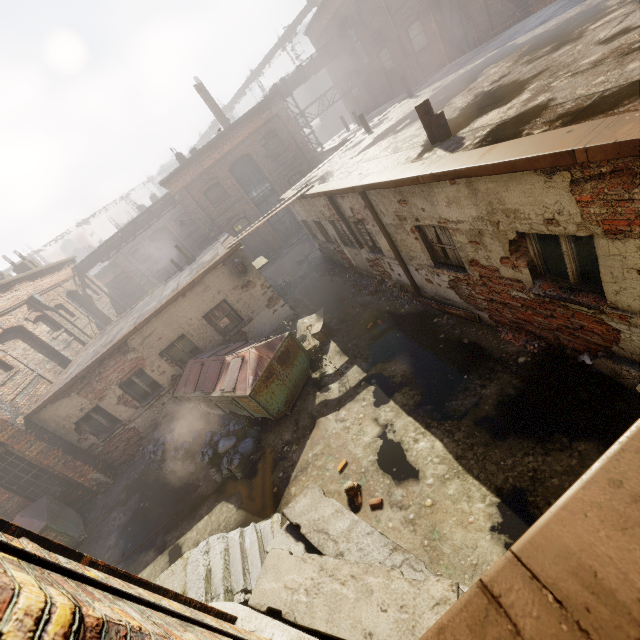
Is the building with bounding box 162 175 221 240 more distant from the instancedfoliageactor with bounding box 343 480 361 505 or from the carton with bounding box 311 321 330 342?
the instancedfoliageactor with bounding box 343 480 361 505

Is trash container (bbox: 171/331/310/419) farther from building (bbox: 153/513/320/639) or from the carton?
building (bbox: 153/513/320/639)

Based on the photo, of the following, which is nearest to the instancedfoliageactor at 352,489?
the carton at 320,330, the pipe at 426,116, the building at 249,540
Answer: the building at 249,540

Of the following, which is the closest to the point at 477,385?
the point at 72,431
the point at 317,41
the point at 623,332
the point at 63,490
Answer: the point at 623,332

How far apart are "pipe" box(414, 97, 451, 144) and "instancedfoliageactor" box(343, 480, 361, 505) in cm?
662

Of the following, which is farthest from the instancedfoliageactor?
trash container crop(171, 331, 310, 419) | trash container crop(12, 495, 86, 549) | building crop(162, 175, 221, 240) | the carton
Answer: building crop(162, 175, 221, 240)

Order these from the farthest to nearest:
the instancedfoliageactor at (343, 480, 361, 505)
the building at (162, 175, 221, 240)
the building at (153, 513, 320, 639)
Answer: the building at (162, 175, 221, 240)
the instancedfoliageactor at (343, 480, 361, 505)
the building at (153, 513, 320, 639)

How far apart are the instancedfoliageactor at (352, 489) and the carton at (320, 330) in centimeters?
513cm
